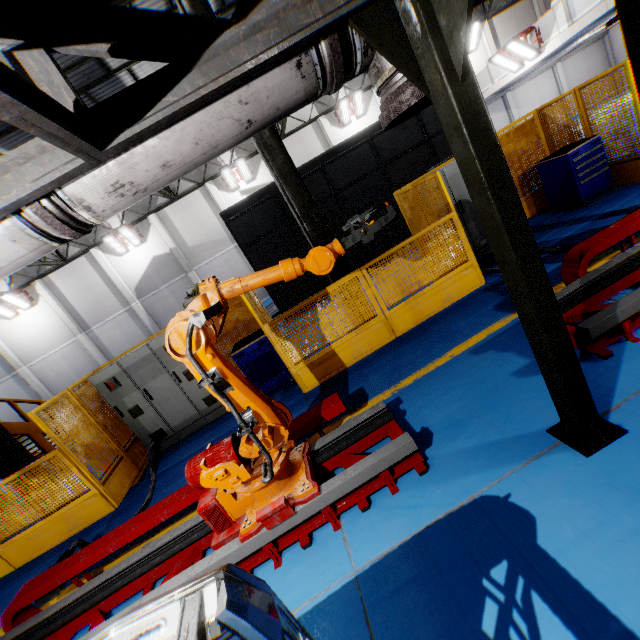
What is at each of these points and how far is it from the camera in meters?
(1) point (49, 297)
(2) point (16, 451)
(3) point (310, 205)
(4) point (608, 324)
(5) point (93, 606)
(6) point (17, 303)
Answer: (1) cement column, 19.4
(2) metal pole, 6.4
(3) metal pole, 6.2
(4) metal platform, 3.1
(5) metal platform, 3.5
(6) light, 18.9

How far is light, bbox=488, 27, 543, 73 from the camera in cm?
1438

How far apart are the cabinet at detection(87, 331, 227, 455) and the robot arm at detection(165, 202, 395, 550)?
3.49m

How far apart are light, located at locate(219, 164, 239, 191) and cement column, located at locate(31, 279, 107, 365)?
12.4m

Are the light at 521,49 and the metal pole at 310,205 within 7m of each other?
no

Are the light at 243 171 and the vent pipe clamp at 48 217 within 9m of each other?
no

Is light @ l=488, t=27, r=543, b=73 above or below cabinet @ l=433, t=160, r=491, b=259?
above

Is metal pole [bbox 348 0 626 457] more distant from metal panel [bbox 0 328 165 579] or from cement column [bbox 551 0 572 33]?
cement column [bbox 551 0 572 33]
